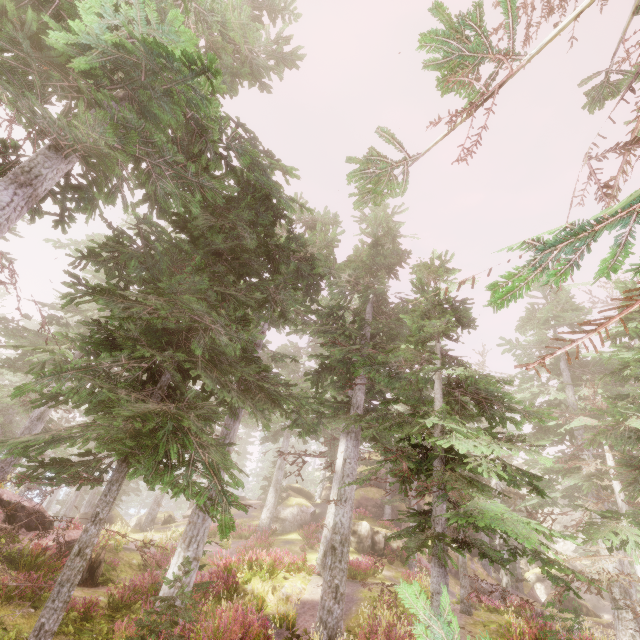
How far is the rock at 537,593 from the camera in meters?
17.6 m

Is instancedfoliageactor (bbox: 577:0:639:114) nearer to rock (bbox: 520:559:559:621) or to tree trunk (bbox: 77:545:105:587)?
rock (bbox: 520:559:559:621)

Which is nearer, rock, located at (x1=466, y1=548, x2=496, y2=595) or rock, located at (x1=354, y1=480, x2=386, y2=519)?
rock, located at (x1=466, y1=548, x2=496, y2=595)

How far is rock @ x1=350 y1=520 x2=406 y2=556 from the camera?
23.3 meters

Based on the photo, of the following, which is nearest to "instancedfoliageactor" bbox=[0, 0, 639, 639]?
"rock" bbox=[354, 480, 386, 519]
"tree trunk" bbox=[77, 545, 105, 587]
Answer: "rock" bbox=[354, 480, 386, 519]

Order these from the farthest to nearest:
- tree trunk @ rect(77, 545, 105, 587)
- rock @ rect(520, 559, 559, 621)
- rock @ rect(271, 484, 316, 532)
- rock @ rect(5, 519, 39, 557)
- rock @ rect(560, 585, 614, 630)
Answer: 1. rock @ rect(271, 484, 316, 532)
2. rock @ rect(560, 585, 614, 630)
3. rock @ rect(520, 559, 559, 621)
4. tree trunk @ rect(77, 545, 105, 587)
5. rock @ rect(5, 519, 39, 557)

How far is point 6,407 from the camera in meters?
26.5

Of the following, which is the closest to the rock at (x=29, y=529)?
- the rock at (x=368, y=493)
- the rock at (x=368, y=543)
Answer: the rock at (x=368, y=543)
